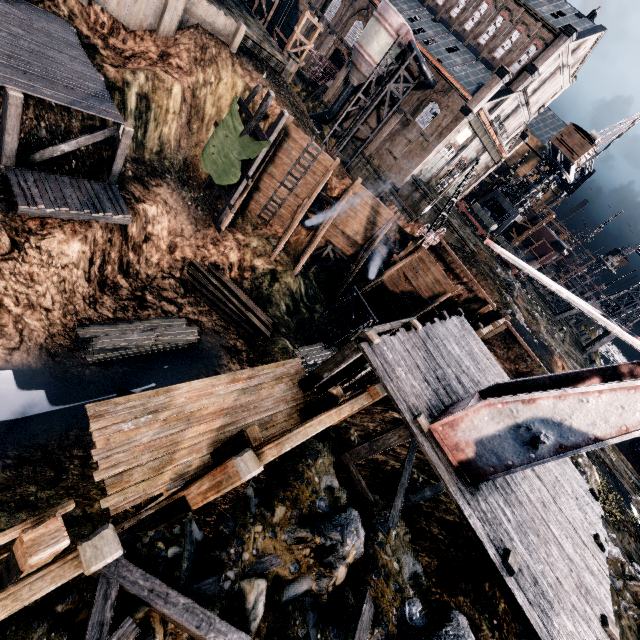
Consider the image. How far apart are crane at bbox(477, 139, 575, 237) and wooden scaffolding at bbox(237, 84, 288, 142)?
50.21m

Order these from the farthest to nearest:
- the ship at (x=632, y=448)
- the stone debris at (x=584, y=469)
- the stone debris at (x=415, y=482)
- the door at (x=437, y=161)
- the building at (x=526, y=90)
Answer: the door at (x=437, y=161)
the building at (x=526, y=90)
the ship at (x=632, y=448)
the stone debris at (x=584, y=469)
the stone debris at (x=415, y=482)

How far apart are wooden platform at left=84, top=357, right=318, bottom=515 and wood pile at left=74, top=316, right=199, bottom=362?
13.42m

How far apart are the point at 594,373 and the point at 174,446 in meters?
8.8

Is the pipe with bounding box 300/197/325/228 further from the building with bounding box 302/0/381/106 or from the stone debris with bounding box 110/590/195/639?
the stone debris with bounding box 110/590/195/639

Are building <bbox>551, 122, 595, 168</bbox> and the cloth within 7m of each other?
no

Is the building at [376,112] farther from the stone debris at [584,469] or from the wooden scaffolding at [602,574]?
the stone debris at [584,469]

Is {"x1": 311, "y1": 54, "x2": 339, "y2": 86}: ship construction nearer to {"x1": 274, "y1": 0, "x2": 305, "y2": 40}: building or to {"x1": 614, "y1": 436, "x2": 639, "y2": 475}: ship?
{"x1": 274, "y1": 0, "x2": 305, "y2": 40}: building
